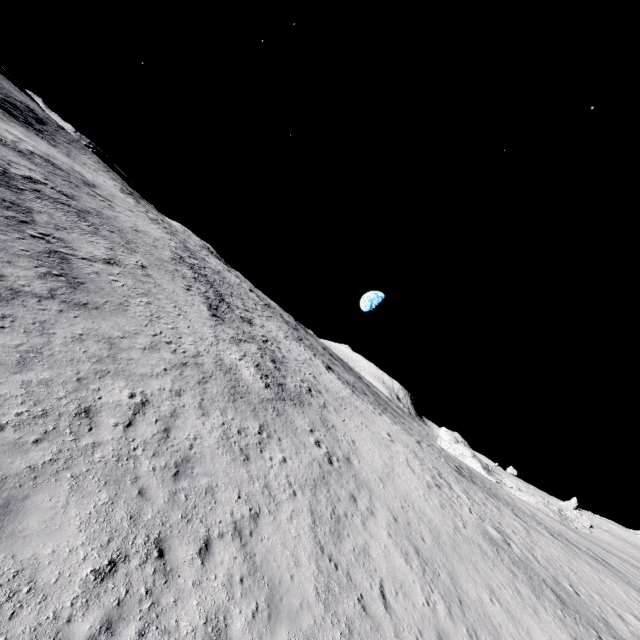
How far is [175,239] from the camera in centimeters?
5184cm

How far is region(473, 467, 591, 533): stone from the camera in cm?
5303

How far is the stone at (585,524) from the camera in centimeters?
5303cm
